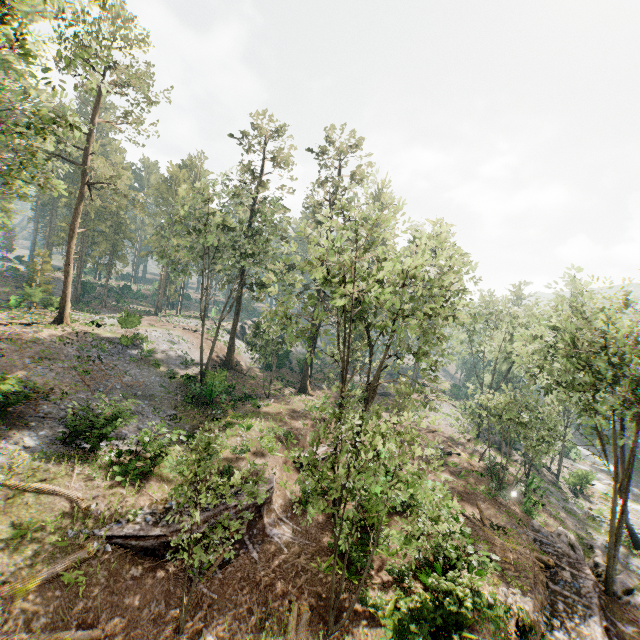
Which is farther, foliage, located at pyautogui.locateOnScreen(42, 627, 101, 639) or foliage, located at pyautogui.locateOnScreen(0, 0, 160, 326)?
foliage, located at pyautogui.locateOnScreen(0, 0, 160, 326)

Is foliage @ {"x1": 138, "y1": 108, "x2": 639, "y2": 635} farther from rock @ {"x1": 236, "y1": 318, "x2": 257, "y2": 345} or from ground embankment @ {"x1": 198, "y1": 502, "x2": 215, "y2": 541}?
ground embankment @ {"x1": 198, "y1": 502, "x2": 215, "y2": 541}

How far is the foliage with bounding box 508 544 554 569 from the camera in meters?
18.1

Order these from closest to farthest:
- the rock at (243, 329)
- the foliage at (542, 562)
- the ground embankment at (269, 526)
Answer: the ground embankment at (269, 526) < the foliage at (542, 562) < the rock at (243, 329)

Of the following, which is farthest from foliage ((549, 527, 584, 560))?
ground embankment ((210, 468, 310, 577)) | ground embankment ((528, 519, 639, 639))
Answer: ground embankment ((210, 468, 310, 577))

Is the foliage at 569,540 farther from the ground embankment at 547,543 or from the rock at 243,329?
the rock at 243,329

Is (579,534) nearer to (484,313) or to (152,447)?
(484,313)
